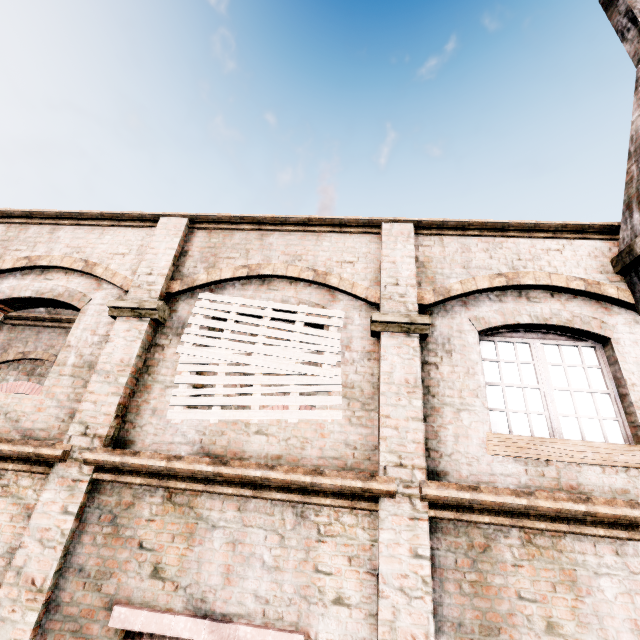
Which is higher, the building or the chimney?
the chimney

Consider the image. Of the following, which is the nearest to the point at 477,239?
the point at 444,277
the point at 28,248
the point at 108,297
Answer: the point at 444,277

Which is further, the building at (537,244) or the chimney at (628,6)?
the chimney at (628,6)

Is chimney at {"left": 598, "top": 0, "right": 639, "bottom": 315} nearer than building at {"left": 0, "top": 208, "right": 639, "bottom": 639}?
No

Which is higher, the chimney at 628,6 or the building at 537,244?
the chimney at 628,6
